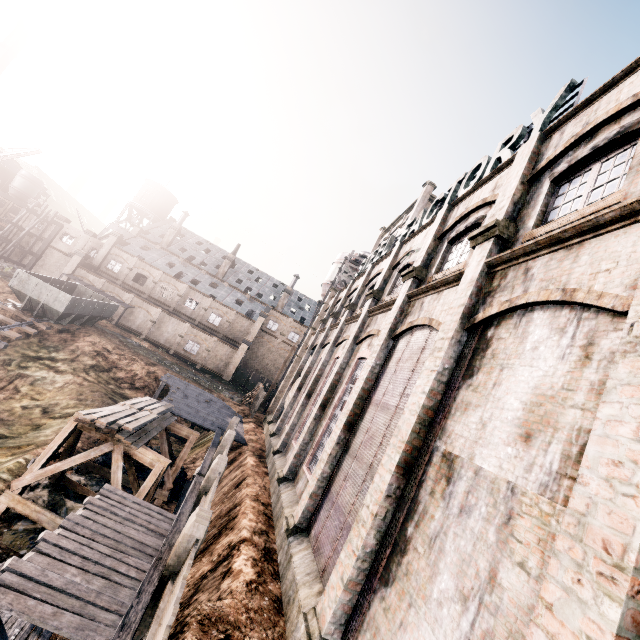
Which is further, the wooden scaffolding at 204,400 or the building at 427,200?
the building at 427,200

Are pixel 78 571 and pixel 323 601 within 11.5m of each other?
yes

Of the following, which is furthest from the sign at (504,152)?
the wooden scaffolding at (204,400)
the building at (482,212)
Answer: the wooden scaffolding at (204,400)

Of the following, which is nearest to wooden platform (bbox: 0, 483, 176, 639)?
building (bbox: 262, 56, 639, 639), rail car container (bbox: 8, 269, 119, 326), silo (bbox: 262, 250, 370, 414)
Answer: building (bbox: 262, 56, 639, 639)

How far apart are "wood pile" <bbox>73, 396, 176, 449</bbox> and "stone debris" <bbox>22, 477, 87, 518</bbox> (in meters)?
3.50

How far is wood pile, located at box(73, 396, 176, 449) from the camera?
13.9 meters

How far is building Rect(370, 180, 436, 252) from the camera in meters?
38.4

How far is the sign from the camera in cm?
946
